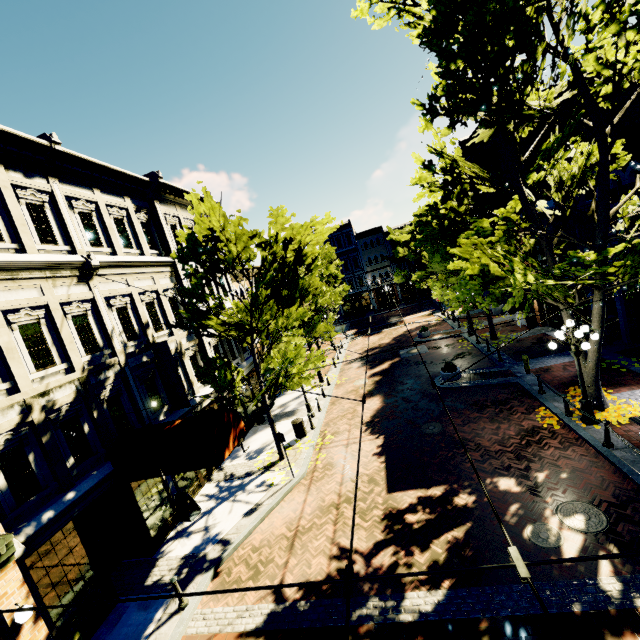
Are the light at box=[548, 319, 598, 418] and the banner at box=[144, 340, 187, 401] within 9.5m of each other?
no

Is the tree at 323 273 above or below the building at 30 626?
above

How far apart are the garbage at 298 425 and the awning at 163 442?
4.9m

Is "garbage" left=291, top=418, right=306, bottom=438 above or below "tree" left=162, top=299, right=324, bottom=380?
below

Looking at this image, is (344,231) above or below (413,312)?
above

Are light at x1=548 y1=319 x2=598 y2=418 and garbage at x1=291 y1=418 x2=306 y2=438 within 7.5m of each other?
no

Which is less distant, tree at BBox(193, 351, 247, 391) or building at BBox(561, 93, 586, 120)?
tree at BBox(193, 351, 247, 391)
